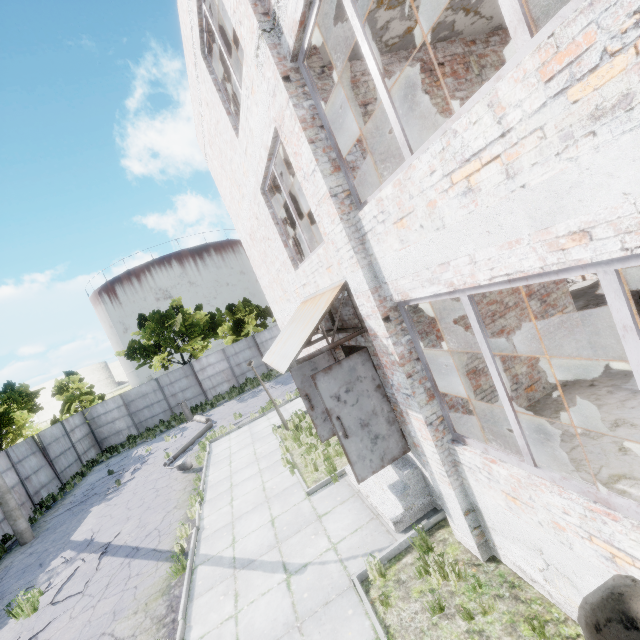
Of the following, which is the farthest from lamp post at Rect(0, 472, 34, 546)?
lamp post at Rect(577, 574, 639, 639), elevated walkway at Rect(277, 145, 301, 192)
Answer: lamp post at Rect(577, 574, 639, 639)

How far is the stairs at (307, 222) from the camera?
10.4 meters

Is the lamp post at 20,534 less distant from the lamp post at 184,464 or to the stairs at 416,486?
the lamp post at 184,464

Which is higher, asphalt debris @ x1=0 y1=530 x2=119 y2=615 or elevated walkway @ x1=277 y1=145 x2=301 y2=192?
elevated walkway @ x1=277 y1=145 x2=301 y2=192

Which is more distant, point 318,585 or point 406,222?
point 318,585

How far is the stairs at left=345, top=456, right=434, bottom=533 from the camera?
6.0 meters

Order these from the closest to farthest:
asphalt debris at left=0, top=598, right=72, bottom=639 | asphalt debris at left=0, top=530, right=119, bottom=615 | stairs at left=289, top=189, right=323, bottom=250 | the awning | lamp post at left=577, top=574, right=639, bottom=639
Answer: lamp post at left=577, top=574, right=639, bottom=639, the awning, asphalt debris at left=0, top=598, right=72, bottom=639, asphalt debris at left=0, top=530, right=119, bottom=615, stairs at left=289, top=189, right=323, bottom=250

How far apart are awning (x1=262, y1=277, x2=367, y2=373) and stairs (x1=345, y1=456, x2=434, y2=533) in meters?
2.8
